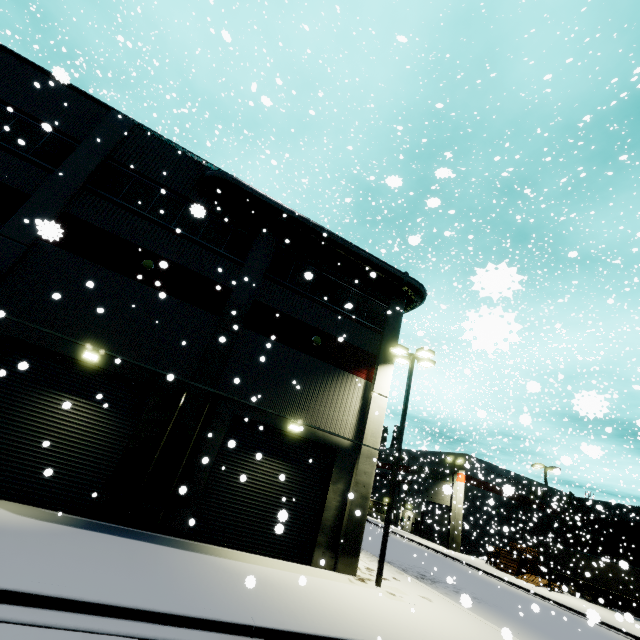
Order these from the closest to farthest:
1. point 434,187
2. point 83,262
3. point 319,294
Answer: point 434,187
point 83,262
point 319,294

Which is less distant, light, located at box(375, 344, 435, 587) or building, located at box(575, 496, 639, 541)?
light, located at box(375, 344, 435, 587)

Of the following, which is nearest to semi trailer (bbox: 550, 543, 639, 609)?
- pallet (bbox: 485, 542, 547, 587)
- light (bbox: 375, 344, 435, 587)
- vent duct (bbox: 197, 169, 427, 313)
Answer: light (bbox: 375, 344, 435, 587)

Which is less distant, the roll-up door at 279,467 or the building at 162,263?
the building at 162,263

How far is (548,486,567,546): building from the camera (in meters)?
37.55

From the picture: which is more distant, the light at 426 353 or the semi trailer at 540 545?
the semi trailer at 540 545

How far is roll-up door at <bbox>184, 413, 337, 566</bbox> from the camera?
11.8 meters

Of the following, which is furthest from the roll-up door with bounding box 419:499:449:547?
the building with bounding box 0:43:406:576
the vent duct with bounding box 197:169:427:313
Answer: the vent duct with bounding box 197:169:427:313
